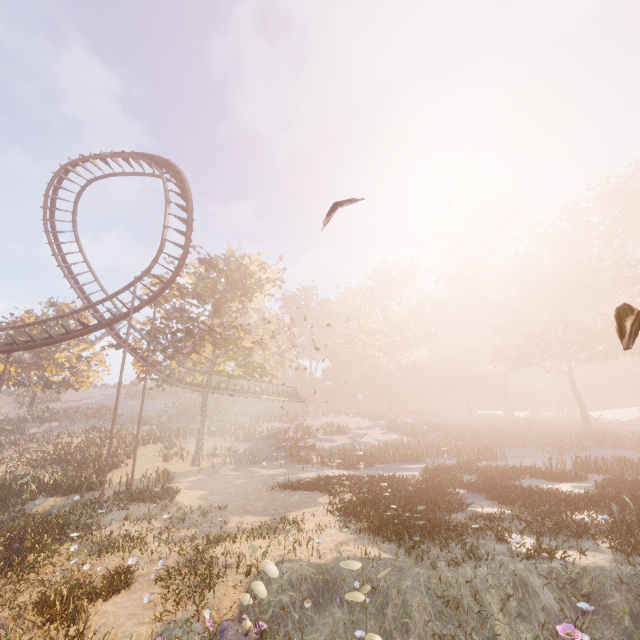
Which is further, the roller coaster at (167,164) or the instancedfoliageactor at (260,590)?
the roller coaster at (167,164)

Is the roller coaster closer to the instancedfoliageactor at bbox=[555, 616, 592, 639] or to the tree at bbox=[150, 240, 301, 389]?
the tree at bbox=[150, 240, 301, 389]

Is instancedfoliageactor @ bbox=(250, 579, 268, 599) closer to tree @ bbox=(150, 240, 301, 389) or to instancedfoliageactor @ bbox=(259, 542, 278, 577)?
instancedfoliageactor @ bbox=(259, 542, 278, 577)

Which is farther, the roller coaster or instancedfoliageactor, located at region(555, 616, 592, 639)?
the roller coaster

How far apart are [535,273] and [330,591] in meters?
51.4 m

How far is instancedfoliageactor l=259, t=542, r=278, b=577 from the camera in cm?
650

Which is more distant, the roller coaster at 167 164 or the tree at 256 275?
the tree at 256 275

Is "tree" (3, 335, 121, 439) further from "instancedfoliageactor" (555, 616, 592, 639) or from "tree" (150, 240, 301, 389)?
"instancedfoliageactor" (555, 616, 592, 639)
